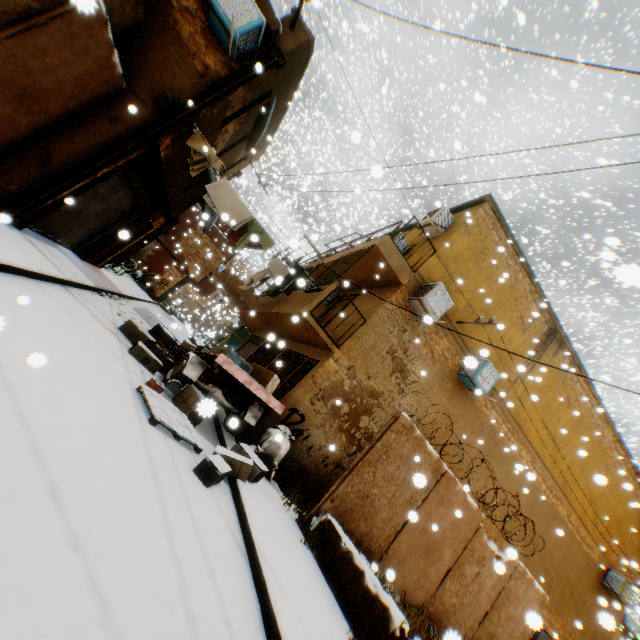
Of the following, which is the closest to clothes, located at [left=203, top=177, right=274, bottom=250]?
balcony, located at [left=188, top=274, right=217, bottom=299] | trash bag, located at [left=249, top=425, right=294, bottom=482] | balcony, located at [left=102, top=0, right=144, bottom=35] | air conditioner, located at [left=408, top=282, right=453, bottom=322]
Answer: balcony, located at [left=102, top=0, right=144, bottom=35]

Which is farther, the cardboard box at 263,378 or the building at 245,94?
the building at 245,94

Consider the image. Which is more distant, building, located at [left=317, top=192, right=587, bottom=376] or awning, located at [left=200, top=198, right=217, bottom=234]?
building, located at [left=317, top=192, right=587, bottom=376]

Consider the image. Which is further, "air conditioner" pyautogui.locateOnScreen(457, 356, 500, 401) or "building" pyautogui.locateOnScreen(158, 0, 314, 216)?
"building" pyautogui.locateOnScreen(158, 0, 314, 216)

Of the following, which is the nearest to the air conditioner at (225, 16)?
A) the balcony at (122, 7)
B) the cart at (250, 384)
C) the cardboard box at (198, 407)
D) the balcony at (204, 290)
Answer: the balcony at (122, 7)

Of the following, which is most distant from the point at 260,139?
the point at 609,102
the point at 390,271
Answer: the point at 609,102

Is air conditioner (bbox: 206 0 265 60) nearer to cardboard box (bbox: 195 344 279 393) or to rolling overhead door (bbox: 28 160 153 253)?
rolling overhead door (bbox: 28 160 153 253)

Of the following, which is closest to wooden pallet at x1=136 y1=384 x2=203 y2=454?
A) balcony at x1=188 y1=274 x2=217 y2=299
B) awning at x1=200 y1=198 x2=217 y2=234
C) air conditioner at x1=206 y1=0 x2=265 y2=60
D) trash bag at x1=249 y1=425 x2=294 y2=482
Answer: trash bag at x1=249 y1=425 x2=294 y2=482
